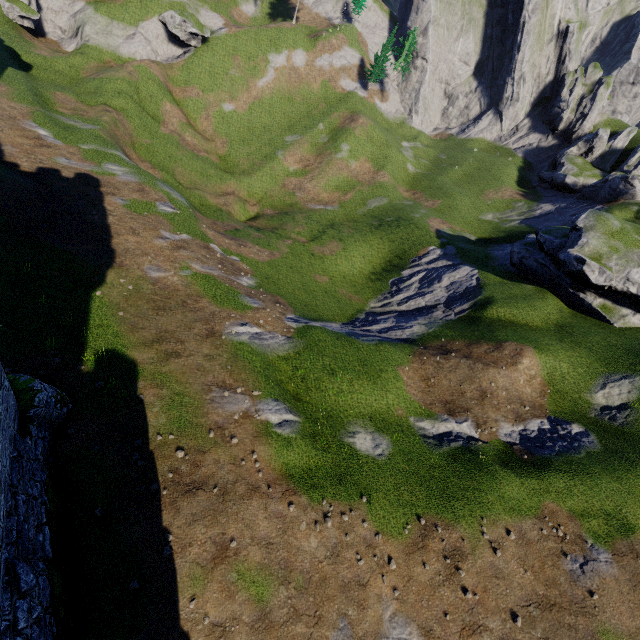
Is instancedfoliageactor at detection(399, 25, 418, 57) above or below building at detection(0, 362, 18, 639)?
above

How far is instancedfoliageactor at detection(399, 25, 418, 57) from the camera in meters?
58.1

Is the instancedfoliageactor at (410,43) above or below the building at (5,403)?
above

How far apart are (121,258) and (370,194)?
39.7 meters

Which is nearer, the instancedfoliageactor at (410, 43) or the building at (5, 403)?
the building at (5, 403)

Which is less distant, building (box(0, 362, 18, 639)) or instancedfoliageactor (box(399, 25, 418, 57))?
building (box(0, 362, 18, 639))
